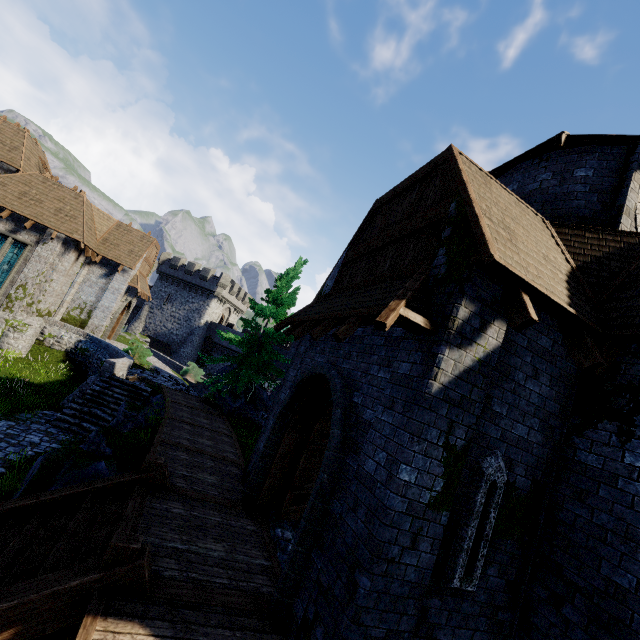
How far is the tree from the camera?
17.0m

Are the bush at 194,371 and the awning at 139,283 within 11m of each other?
yes

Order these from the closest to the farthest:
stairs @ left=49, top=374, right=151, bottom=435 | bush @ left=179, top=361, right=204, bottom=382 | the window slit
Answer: the window slit → stairs @ left=49, top=374, right=151, bottom=435 → bush @ left=179, top=361, right=204, bottom=382

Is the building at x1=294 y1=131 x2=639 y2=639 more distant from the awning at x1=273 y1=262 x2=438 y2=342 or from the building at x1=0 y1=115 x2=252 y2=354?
the building at x1=0 y1=115 x2=252 y2=354

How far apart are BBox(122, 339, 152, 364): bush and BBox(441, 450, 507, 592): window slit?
21.3m

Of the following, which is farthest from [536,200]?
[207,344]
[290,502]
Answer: [207,344]

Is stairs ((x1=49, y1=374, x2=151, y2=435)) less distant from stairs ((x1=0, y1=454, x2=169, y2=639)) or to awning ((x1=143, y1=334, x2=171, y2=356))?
stairs ((x1=0, y1=454, x2=169, y2=639))

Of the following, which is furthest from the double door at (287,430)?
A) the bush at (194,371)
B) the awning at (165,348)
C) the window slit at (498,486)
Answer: the awning at (165,348)
